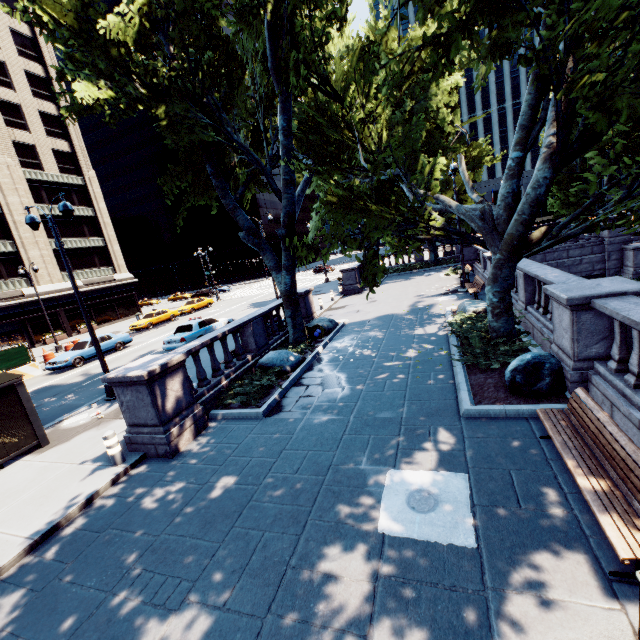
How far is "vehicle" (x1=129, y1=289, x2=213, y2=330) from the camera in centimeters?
3061cm

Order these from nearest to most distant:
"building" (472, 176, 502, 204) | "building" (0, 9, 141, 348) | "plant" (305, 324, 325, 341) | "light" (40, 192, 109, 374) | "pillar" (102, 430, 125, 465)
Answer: "pillar" (102, 430, 125, 465)
"light" (40, 192, 109, 374)
"plant" (305, 324, 325, 341)
"building" (0, 9, 141, 348)
"building" (472, 176, 502, 204)

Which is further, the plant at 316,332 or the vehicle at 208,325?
the vehicle at 208,325

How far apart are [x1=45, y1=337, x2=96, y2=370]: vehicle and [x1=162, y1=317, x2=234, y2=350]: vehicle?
6.2 meters

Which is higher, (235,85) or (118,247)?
(235,85)

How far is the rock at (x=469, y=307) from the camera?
12.7m

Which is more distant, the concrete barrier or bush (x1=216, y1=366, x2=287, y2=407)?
the concrete barrier

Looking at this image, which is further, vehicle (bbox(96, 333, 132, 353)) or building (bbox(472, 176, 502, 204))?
building (bbox(472, 176, 502, 204))
